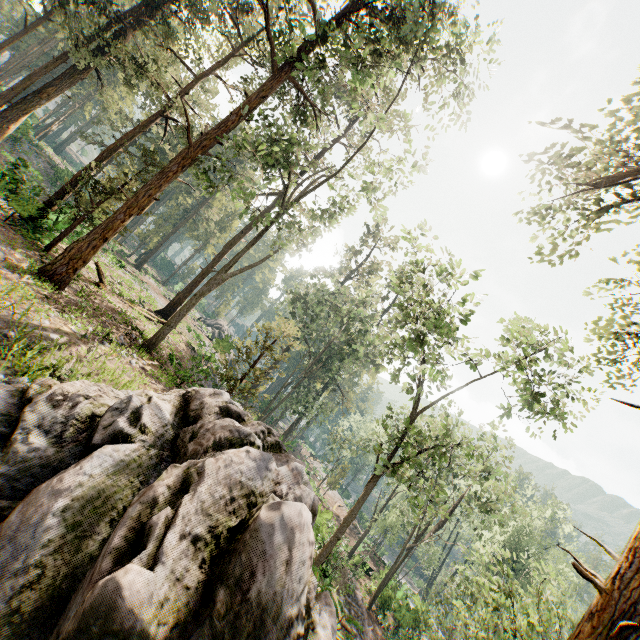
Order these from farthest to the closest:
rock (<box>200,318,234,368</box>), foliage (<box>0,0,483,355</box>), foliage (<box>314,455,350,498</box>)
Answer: foliage (<box>314,455,350,498</box>)
rock (<box>200,318,234,368</box>)
foliage (<box>0,0,483,355</box>)

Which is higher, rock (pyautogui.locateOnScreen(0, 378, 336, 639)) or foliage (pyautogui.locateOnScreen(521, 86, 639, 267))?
foliage (pyautogui.locateOnScreen(521, 86, 639, 267))

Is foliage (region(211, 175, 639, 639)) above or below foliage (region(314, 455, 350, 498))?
above

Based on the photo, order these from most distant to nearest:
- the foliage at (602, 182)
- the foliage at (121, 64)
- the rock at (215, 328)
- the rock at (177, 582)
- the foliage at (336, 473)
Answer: the foliage at (336, 473)
the rock at (215, 328)
the foliage at (121, 64)
the foliage at (602, 182)
the rock at (177, 582)

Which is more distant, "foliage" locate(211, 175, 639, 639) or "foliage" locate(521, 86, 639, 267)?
"foliage" locate(211, 175, 639, 639)

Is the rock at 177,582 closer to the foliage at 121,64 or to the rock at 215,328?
the foliage at 121,64

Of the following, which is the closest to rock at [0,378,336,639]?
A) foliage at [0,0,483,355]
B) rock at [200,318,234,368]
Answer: foliage at [0,0,483,355]

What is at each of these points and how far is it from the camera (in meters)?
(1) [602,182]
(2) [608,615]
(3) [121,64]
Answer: (1) foliage, 7.30
(2) foliage, 5.42
(3) foliage, 19.78
